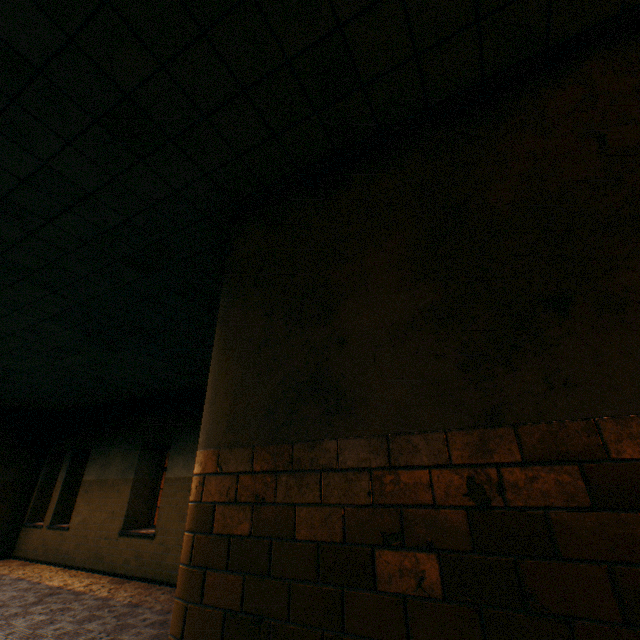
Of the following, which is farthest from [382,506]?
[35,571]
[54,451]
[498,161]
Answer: [54,451]
